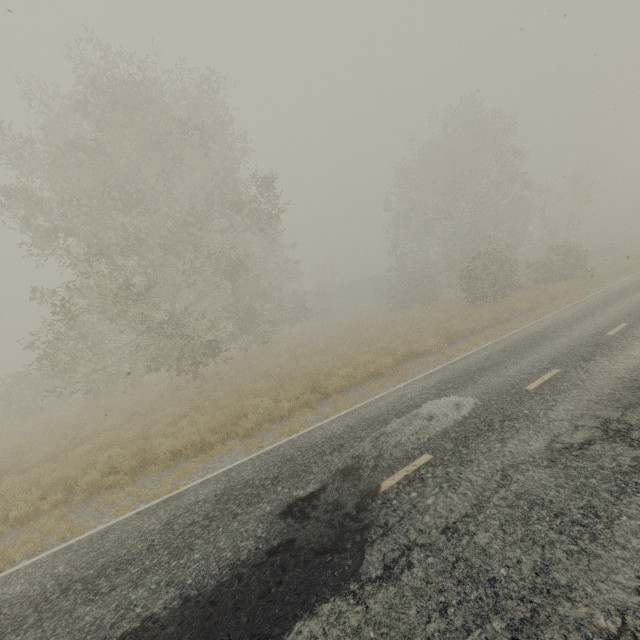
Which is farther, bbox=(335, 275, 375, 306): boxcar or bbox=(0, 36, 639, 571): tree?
bbox=(335, 275, 375, 306): boxcar

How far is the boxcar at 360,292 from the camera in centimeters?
5425cm

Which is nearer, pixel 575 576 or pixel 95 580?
pixel 575 576

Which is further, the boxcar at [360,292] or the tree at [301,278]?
the boxcar at [360,292]

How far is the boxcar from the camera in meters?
54.2
